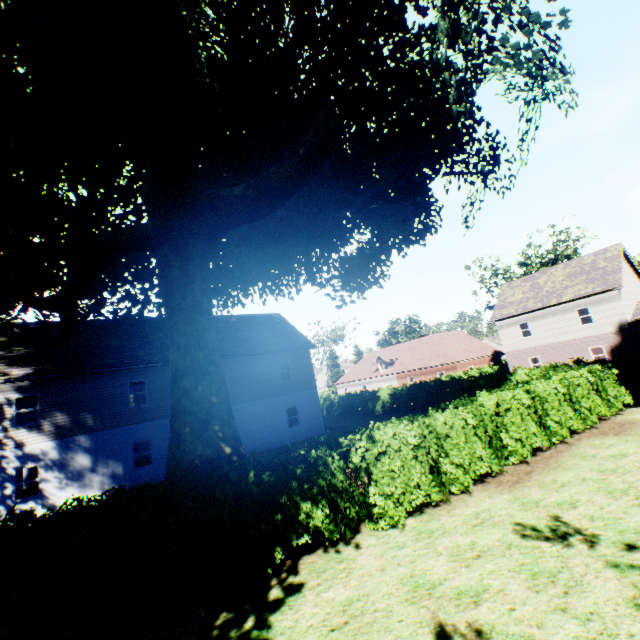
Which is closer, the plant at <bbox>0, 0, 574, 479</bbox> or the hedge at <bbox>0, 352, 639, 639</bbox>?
the hedge at <bbox>0, 352, 639, 639</bbox>

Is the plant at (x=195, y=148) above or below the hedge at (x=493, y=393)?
above

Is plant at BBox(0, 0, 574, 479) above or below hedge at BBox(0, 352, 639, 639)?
above

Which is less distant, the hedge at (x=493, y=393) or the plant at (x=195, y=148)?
the hedge at (x=493, y=393)

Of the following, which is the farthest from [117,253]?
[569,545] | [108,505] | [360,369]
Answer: [360,369]
